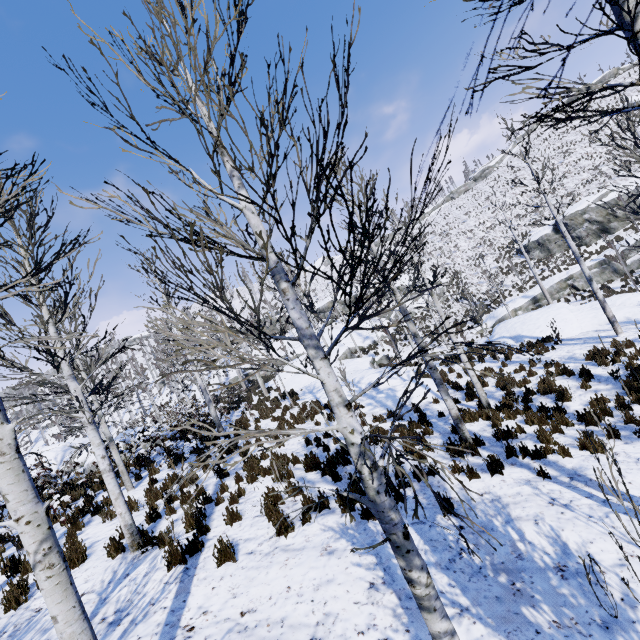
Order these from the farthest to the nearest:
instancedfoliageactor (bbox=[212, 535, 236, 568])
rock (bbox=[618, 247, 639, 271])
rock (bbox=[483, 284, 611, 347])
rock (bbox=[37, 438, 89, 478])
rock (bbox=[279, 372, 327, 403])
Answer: rock (bbox=[618, 247, 639, 271]), rock (bbox=[37, 438, 89, 478]), rock (bbox=[279, 372, 327, 403]), rock (bbox=[483, 284, 611, 347]), instancedfoliageactor (bbox=[212, 535, 236, 568])

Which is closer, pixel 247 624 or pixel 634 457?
pixel 247 624

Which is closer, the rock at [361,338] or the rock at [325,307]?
the rock at [361,338]

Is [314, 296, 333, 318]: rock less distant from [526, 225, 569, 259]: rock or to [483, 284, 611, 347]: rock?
[526, 225, 569, 259]: rock

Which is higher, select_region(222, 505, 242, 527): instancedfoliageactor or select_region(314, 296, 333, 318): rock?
select_region(314, 296, 333, 318): rock

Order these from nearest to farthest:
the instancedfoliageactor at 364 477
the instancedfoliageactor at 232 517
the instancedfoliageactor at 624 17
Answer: the instancedfoliageactor at 364 477 < the instancedfoliageactor at 624 17 < the instancedfoliageactor at 232 517

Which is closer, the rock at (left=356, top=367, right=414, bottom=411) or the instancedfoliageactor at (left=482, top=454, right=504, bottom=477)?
the instancedfoliageactor at (left=482, top=454, right=504, bottom=477)

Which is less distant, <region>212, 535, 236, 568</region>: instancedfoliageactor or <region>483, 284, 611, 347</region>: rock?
<region>212, 535, 236, 568</region>: instancedfoliageactor
